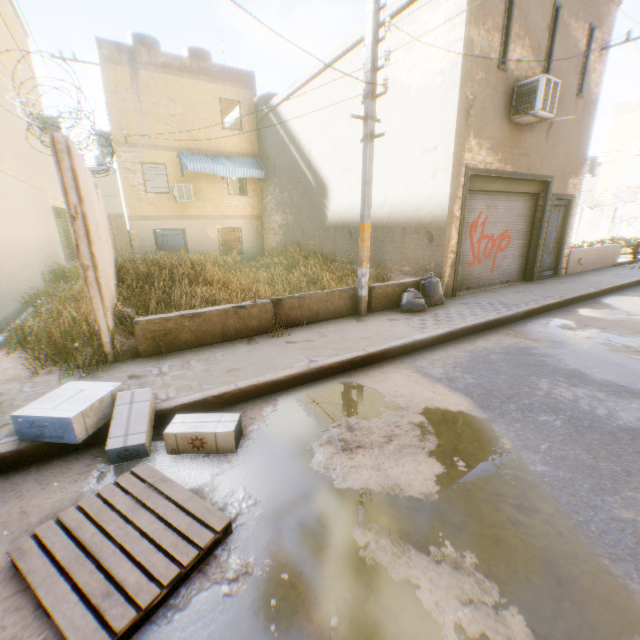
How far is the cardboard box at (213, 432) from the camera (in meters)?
3.29

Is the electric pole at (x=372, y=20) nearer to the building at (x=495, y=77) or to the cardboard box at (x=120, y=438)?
the building at (x=495, y=77)

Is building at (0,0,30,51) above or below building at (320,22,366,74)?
above

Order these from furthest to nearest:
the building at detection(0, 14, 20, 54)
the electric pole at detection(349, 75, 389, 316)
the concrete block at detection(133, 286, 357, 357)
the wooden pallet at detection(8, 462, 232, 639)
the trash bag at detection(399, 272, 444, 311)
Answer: the building at detection(0, 14, 20, 54), the trash bag at detection(399, 272, 444, 311), the electric pole at detection(349, 75, 389, 316), the concrete block at detection(133, 286, 357, 357), the wooden pallet at detection(8, 462, 232, 639)

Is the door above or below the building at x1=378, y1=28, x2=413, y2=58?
below

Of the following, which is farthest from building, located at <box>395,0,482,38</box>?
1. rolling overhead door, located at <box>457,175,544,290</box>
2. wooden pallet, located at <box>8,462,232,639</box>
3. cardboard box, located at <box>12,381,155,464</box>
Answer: wooden pallet, located at <box>8,462,232,639</box>

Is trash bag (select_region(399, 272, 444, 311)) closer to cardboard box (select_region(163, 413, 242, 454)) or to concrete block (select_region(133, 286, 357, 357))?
concrete block (select_region(133, 286, 357, 357))

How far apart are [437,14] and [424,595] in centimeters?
1072cm
